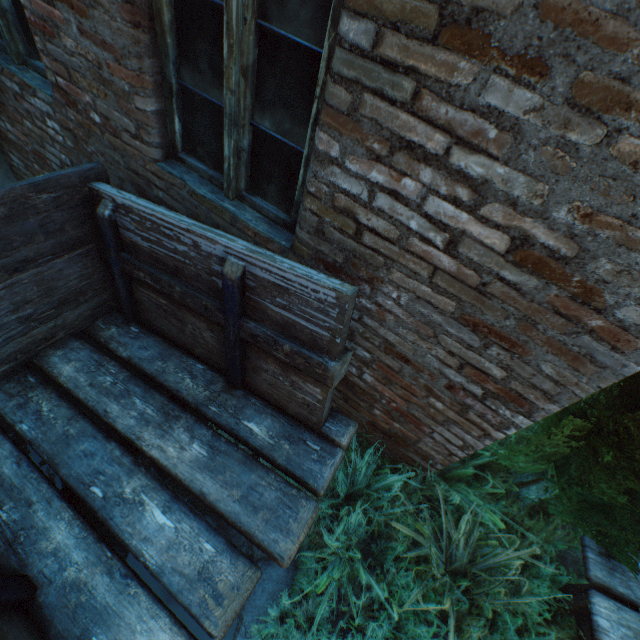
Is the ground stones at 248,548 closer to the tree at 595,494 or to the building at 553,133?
the building at 553,133

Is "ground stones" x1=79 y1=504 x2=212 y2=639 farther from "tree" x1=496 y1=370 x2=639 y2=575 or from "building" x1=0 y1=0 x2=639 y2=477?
"tree" x1=496 y1=370 x2=639 y2=575

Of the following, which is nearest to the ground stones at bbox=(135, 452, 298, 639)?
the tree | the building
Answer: the building

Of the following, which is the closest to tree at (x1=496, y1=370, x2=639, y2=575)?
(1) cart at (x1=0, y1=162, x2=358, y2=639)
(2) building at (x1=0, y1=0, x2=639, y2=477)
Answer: (2) building at (x1=0, y1=0, x2=639, y2=477)

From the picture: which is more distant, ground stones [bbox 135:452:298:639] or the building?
ground stones [bbox 135:452:298:639]

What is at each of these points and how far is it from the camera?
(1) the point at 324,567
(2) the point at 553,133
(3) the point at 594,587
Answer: (1) plants, 2.1m
(2) building, 0.9m
(3) table, 2.1m

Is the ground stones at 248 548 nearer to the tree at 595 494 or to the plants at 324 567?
the plants at 324 567

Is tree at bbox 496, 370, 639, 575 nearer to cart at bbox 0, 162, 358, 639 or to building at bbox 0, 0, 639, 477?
building at bbox 0, 0, 639, 477
